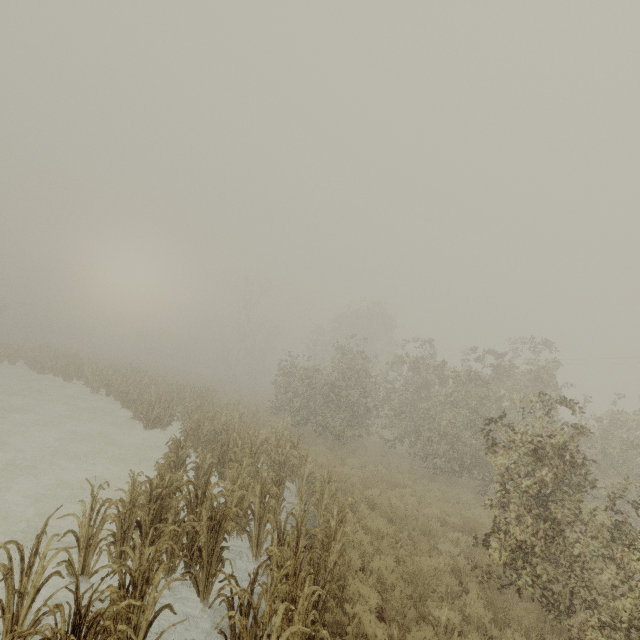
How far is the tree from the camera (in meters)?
53.69

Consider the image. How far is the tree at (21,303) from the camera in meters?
53.7

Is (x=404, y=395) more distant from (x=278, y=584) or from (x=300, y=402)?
(x=278, y=584)
